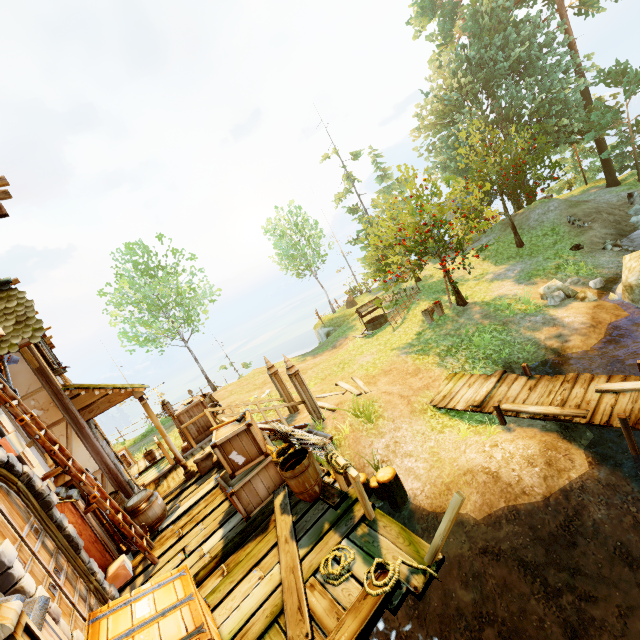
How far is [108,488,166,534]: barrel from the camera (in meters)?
6.77

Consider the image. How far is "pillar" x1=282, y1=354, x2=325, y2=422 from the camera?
10.40m

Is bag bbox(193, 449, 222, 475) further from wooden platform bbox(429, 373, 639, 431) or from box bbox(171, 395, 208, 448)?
wooden platform bbox(429, 373, 639, 431)

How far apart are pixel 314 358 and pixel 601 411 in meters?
15.2 m

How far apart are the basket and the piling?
2.38m

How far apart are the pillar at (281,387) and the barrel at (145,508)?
5.12m

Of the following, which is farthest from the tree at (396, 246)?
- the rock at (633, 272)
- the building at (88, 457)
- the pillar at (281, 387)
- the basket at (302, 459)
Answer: the basket at (302, 459)

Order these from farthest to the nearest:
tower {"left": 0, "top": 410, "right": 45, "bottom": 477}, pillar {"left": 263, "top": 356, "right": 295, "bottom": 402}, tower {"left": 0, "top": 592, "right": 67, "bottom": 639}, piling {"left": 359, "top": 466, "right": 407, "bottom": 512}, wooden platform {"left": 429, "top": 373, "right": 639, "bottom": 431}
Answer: pillar {"left": 263, "top": 356, "right": 295, "bottom": 402} → piling {"left": 359, "top": 466, "right": 407, "bottom": 512} → wooden platform {"left": 429, "top": 373, "right": 639, "bottom": 431} → tower {"left": 0, "top": 410, "right": 45, "bottom": 477} → tower {"left": 0, "top": 592, "right": 67, "bottom": 639}
